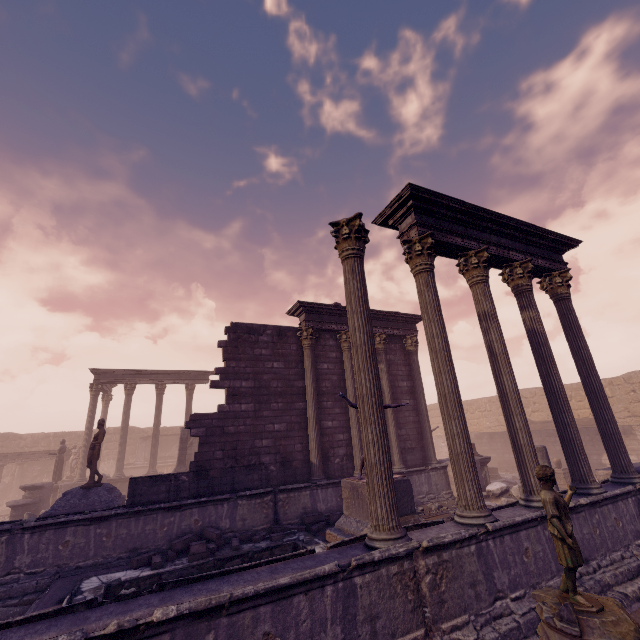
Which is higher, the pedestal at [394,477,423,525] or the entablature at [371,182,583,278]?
the entablature at [371,182,583,278]

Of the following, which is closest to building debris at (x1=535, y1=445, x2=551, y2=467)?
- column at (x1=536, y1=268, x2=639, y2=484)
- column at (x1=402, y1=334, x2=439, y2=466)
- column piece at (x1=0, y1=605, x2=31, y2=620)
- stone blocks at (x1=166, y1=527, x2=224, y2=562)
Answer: column at (x1=536, y1=268, x2=639, y2=484)

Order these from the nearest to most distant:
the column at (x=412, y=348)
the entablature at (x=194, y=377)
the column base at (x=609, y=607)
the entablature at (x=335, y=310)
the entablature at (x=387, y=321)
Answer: the column base at (x=609, y=607) < the entablature at (x=335, y=310) < the column at (x=412, y=348) < the entablature at (x=387, y=321) < the entablature at (x=194, y=377)

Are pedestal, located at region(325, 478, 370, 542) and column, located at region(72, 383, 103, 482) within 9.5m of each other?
no

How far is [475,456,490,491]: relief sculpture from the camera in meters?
13.0 m

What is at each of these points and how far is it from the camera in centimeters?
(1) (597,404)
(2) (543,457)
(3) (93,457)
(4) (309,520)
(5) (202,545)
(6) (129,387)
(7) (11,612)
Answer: (1) column, 820cm
(2) building debris, 1047cm
(3) sculpture, 1086cm
(4) stone blocks, 956cm
(5) stone blocks, 776cm
(6) column, 2072cm
(7) column piece, 652cm

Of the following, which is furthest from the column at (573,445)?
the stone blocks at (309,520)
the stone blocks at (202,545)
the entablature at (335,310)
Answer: the stone blocks at (202,545)

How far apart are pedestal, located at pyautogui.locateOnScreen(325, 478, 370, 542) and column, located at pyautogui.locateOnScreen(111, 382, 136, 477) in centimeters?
1635cm
